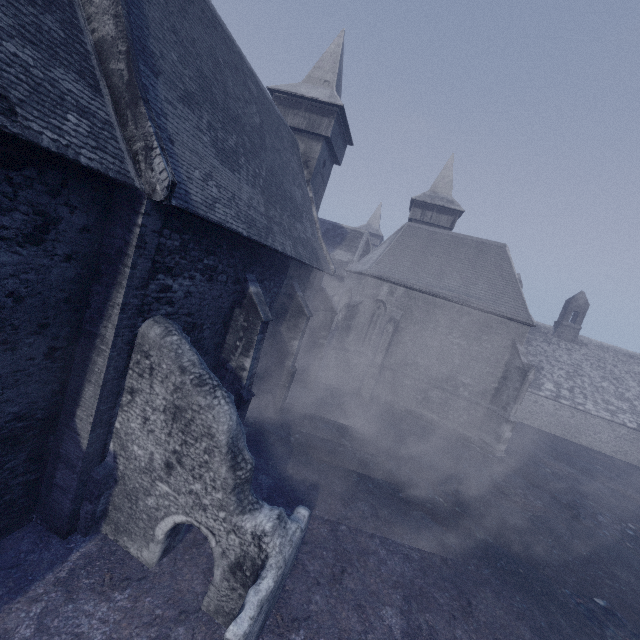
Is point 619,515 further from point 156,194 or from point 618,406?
point 156,194
